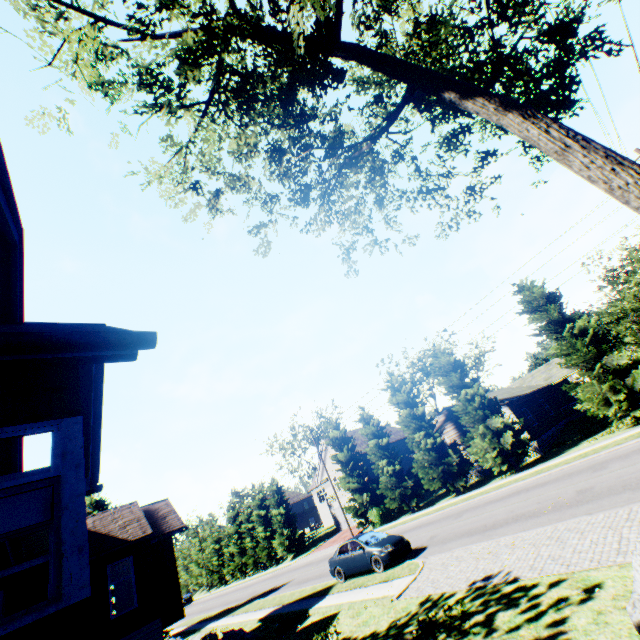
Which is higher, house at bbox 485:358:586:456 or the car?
house at bbox 485:358:586:456

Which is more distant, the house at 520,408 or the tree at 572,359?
the house at 520,408

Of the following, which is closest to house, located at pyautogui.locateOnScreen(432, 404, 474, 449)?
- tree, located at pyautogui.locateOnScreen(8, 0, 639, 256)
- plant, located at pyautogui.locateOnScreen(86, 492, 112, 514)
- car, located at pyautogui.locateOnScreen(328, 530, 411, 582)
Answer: tree, located at pyautogui.locateOnScreen(8, 0, 639, 256)

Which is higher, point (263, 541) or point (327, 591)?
point (263, 541)

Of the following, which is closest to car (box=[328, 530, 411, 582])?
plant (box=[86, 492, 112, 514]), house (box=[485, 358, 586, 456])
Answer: house (box=[485, 358, 586, 456])

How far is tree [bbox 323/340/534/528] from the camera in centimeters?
2405cm

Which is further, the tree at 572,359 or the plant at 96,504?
the plant at 96,504
